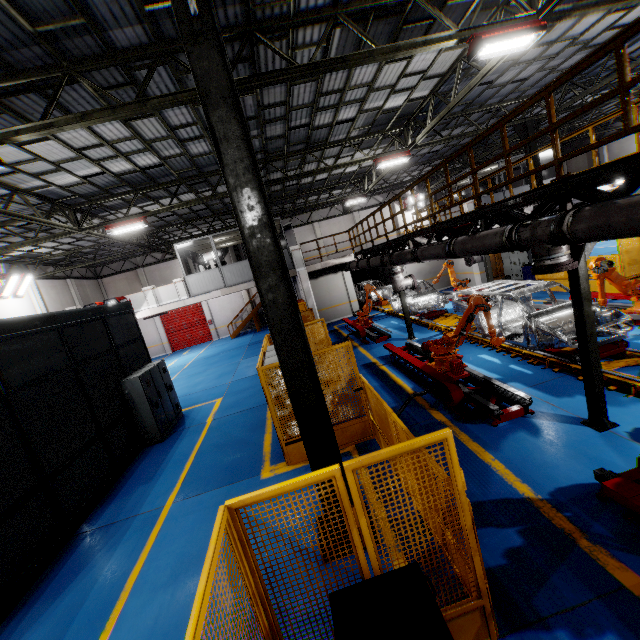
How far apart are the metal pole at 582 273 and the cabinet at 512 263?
14.2m

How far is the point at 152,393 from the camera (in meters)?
10.05

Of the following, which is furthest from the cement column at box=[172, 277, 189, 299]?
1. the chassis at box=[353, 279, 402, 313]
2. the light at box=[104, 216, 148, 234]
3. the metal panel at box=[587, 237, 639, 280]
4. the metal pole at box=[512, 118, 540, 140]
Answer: the metal pole at box=[512, 118, 540, 140]

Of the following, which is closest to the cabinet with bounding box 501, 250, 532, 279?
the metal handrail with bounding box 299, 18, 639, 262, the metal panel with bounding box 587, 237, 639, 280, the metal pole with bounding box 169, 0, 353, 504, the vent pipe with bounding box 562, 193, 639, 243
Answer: the metal panel with bounding box 587, 237, 639, 280

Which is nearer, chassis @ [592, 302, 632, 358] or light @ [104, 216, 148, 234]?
chassis @ [592, 302, 632, 358]

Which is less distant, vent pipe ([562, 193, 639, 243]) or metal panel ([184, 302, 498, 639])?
metal panel ([184, 302, 498, 639])

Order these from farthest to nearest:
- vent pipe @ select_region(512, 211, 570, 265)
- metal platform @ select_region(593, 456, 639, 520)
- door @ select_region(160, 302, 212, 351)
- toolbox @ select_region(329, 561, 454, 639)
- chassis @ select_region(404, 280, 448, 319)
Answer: door @ select_region(160, 302, 212, 351), chassis @ select_region(404, 280, 448, 319), vent pipe @ select_region(512, 211, 570, 265), metal platform @ select_region(593, 456, 639, 520), toolbox @ select_region(329, 561, 454, 639)

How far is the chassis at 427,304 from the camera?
15.0 meters
